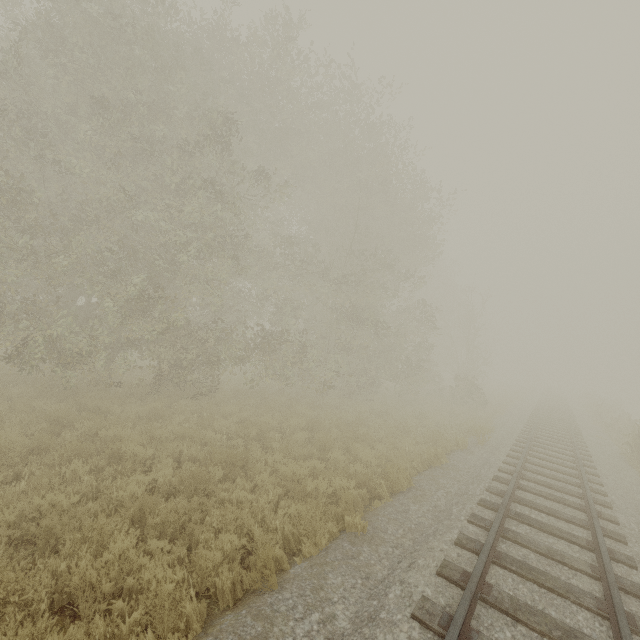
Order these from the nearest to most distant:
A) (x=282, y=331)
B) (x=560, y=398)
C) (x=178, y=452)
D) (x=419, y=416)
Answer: (x=178, y=452)
(x=282, y=331)
(x=419, y=416)
(x=560, y=398)
